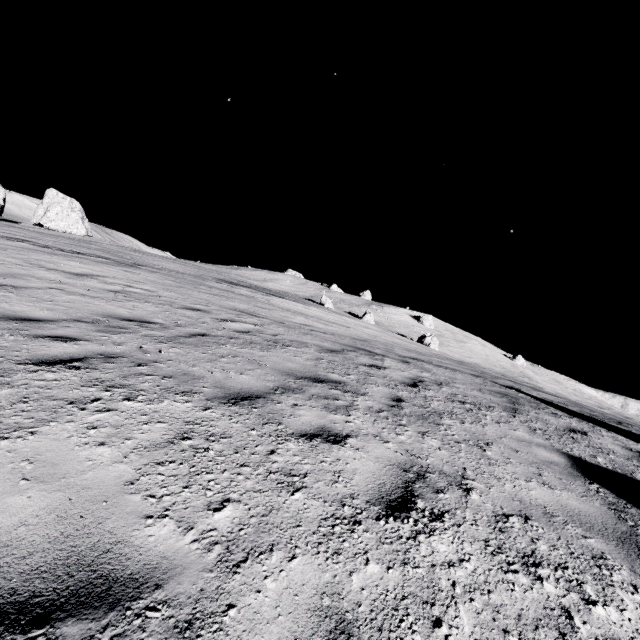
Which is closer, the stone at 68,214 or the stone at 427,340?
the stone at 427,340

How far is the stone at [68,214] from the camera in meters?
46.7

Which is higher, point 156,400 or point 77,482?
point 156,400

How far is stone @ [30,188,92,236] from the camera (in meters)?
46.69

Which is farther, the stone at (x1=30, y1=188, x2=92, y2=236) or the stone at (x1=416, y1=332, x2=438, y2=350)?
the stone at (x1=30, y1=188, x2=92, y2=236)

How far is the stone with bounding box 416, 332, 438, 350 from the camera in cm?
4464
